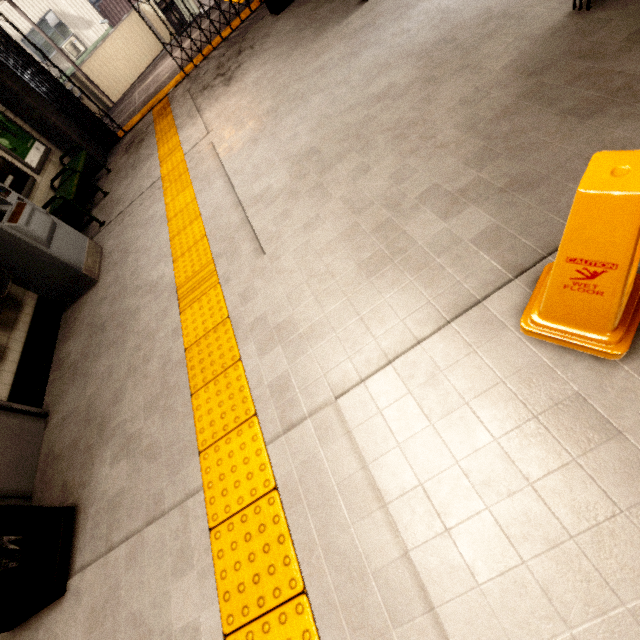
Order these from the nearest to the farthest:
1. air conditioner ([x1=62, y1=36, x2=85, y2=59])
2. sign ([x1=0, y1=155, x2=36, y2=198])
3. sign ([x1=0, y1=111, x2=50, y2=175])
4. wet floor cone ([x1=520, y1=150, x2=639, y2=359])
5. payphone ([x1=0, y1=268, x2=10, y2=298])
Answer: wet floor cone ([x1=520, y1=150, x2=639, y2=359])
payphone ([x1=0, y1=268, x2=10, y2=298])
sign ([x1=0, y1=155, x2=36, y2=198])
sign ([x1=0, y1=111, x2=50, y2=175])
air conditioner ([x1=62, y1=36, x2=85, y2=59])

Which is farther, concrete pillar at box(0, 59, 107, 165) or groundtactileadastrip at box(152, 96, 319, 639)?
concrete pillar at box(0, 59, 107, 165)

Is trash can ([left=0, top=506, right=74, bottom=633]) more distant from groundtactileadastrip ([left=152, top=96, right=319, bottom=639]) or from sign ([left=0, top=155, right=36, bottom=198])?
sign ([left=0, top=155, right=36, bottom=198])

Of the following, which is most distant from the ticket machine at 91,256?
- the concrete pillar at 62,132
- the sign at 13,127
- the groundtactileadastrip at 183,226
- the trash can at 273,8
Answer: the trash can at 273,8

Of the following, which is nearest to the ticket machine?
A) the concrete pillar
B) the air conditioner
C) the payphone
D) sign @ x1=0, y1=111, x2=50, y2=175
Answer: the payphone

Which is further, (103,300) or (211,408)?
(103,300)

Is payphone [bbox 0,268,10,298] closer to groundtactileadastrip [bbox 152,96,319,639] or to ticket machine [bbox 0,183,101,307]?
ticket machine [bbox 0,183,101,307]

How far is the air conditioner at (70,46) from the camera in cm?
1505
